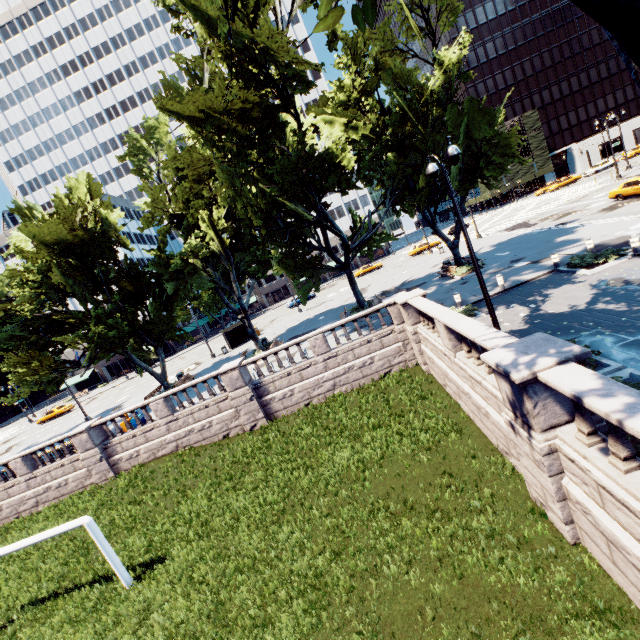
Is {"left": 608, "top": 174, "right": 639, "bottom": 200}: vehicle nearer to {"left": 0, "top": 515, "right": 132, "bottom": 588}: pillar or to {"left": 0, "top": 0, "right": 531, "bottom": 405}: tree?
{"left": 0, "top": 0, "right": 531, "bottom": 405}: tree

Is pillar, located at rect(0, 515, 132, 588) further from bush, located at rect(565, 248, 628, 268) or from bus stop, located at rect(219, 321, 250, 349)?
bus stop, located at rect(219, 321, 250, 349)

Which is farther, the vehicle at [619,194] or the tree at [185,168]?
the vehicle at [619,194]

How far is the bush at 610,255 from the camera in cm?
1532

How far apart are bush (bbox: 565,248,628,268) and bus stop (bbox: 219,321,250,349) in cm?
3108

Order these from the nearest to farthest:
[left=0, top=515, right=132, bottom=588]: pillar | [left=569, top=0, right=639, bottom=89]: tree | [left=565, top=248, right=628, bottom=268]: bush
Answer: [left=569, top=0, right=639, bottom=89]: tree → [left=0, top=515, right=132, bottom=588]: pillar → [left=565, top=248, right=628, bottom=268]: bush

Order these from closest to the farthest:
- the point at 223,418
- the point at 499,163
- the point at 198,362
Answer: the point at 223,418 < the point at 499,163 < the point at 198,362

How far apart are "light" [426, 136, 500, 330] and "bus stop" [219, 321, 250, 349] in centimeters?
3024cm
